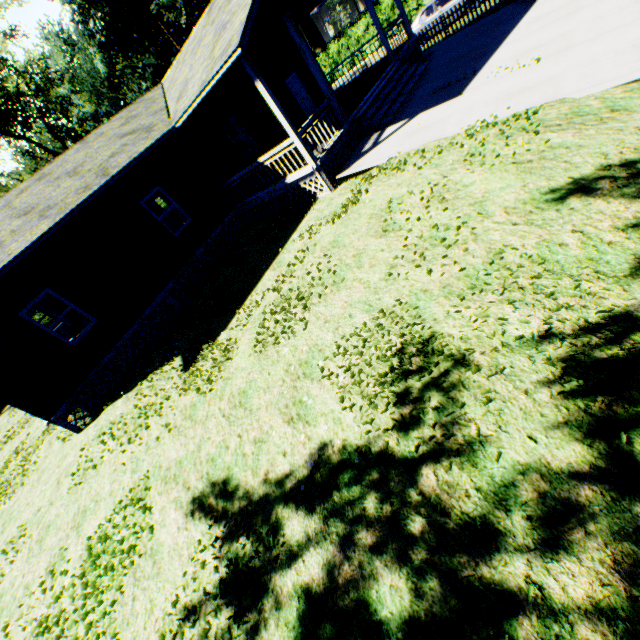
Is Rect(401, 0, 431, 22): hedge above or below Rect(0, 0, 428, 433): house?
below

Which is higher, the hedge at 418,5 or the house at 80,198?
the house at 80,198

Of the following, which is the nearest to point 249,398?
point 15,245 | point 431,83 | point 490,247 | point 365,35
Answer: point 490,247

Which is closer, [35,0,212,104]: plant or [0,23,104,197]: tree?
[0,23,104,197]: tree

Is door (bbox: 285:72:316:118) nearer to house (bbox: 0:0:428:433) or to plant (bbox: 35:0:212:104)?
house (bbox: 0:0:428:433)

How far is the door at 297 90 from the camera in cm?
1609

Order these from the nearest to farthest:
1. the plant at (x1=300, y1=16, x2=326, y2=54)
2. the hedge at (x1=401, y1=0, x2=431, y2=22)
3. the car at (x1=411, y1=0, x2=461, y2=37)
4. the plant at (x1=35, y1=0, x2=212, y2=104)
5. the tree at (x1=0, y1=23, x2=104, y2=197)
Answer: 1. the car at (x1=411, y1=0, x2=461, y2=37)
2. the tree at (x1=0, y1=23, x2=104, y2=197)
3. the hedge at (x1=401, y1=0, x2=431, y2=22)
4. the plant at (x1=35, y1=0, x2=212, y2=104)
5. the plant at (x1=300, y1=16, x2=326, y2=54)

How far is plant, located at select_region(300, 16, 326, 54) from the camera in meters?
53.8 m
